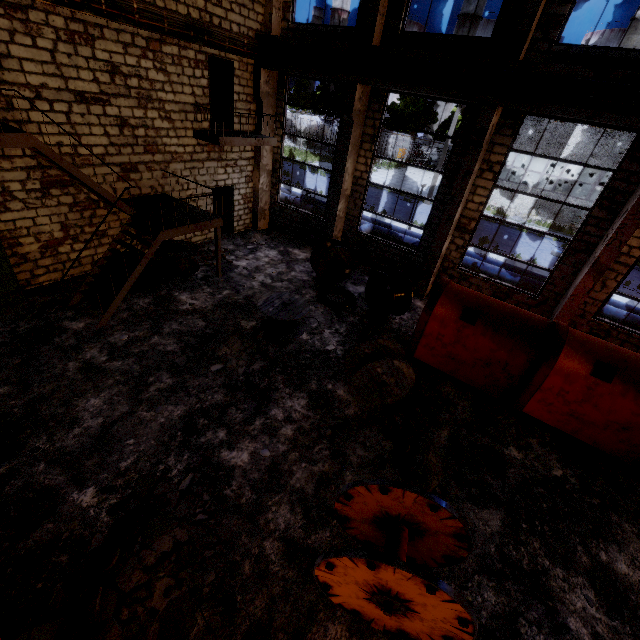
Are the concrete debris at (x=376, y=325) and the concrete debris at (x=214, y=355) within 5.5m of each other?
yes

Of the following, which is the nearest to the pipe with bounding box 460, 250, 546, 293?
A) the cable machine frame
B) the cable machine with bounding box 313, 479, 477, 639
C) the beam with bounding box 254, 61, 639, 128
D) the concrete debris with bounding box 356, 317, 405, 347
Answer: the concrete debris with bounding box 356, 317, 405, 347

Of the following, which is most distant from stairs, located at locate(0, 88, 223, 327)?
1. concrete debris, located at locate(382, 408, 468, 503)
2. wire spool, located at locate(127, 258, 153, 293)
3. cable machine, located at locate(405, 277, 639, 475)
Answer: concrete debris, located at locate(382, 408, 468, 503)

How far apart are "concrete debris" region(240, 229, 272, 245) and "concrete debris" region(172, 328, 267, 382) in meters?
6.1 m

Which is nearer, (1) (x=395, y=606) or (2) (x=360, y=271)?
(1) (x=395, y=606)

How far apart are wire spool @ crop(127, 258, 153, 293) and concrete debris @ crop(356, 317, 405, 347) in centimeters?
685cm

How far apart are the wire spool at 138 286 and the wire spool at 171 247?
0.6m

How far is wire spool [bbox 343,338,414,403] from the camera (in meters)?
7.18
